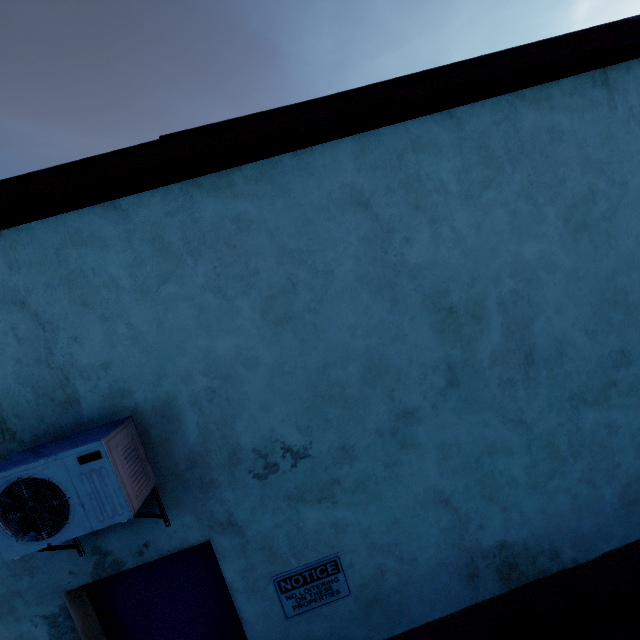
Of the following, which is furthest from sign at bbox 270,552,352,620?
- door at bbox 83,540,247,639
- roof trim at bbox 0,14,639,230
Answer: roof trim at bbox 0,14,639,230

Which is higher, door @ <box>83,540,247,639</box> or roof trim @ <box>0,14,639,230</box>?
roof trim @ <box>0,14,639,230</box>

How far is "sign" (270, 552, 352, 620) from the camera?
2.59m

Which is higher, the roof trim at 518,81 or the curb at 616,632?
the roof trim at 518,81

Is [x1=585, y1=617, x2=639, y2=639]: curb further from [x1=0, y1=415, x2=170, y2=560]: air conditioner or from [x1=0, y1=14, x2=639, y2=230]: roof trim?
[x1=0, y1=14, x2=639, y2=230]: roof trim

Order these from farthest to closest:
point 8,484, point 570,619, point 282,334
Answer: point 570,619 < point 282,334 < point 8,484

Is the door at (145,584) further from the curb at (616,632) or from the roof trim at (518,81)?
the roof trim at (518,81)

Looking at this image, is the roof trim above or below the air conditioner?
above
